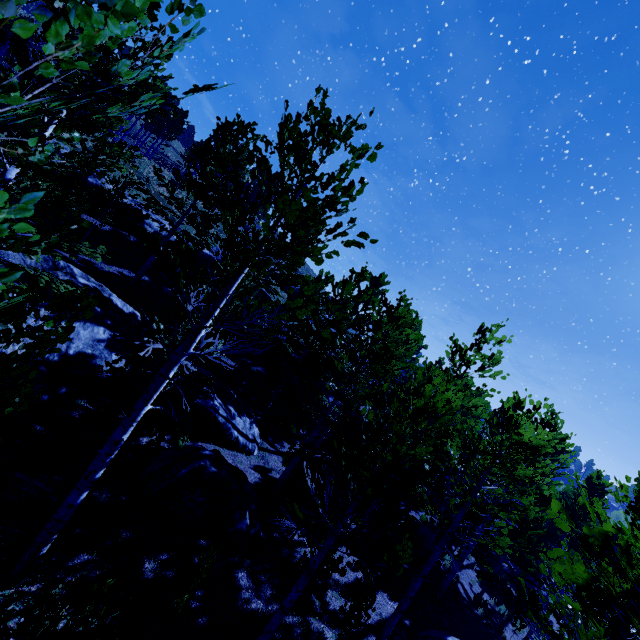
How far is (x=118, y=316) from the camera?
12.5 meters

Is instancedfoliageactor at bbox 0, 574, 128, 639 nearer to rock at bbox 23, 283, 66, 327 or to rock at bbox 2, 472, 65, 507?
rock at bbox 23, 283, 66, 327

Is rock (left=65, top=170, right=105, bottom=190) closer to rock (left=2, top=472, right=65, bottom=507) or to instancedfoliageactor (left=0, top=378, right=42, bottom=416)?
rock (left=2, top=472, right=65, bottom=507)

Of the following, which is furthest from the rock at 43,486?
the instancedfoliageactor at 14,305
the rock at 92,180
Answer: the rock at 92,180

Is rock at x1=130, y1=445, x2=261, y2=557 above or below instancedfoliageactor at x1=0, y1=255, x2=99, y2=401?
below

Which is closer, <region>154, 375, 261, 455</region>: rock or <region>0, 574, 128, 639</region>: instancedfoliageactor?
<region>0, 574, 128, 639</region>: instancedfoliageactor

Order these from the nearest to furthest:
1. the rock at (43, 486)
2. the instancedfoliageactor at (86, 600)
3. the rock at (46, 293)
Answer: the instancedfoliageactor at (86, 600) < the rock at (43, 486) < the rock at (46, 293)

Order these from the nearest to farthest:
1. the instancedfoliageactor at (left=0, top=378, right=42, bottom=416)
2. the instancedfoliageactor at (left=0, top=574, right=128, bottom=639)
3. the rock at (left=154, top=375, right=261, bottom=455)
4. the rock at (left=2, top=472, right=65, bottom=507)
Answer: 1. the instancedfoliageactor at (left=0, top=378, right=42, bottom=416)
2. the instancedfoliageactor at (left=0, top=574, right=128, bottom=639)
3. the rock at (left=2, top=472, right=65, bottom=507)
4. the rock at (left=154, top=375, right=261, bottom=455)
